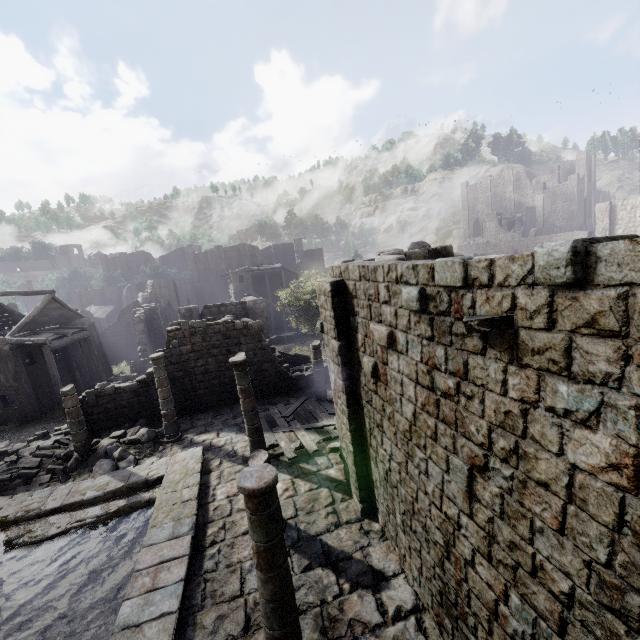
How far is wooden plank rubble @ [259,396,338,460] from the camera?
12.23m

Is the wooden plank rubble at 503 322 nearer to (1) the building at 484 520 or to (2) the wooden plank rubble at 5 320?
(1) the building at 484 520

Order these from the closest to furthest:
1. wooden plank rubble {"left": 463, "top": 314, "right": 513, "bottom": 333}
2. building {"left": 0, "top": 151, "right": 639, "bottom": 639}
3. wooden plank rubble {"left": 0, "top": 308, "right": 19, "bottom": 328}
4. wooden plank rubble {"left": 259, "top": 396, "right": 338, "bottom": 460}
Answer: building {"left": 0, "top": 151, "right": 639, "bottom": 639}
wooden plank rubble {"left": 463, "top": 314, "right": 513, "bottom": 333}
wooden plank rubble {"left": 259, "top": 396, "right": 338, "bottom": 460}
wooden plank rubble {"left": 0, "top": 308, "right": 19, "bottom": 328}

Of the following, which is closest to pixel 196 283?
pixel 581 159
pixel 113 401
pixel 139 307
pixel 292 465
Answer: pixel 139 307

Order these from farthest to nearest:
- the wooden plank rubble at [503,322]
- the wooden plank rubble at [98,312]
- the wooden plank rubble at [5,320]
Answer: the wooden plank rubble at [98,312] < the wooden plank rubble at [5,320] < the wooden plank rubble at [503,322]

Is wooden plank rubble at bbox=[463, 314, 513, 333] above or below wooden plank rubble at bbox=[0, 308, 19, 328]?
above

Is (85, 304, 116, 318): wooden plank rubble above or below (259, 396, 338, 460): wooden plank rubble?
above

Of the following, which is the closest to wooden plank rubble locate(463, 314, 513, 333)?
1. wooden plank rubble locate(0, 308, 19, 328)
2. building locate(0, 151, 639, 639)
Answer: building locate(0, 151, 639, 639)
